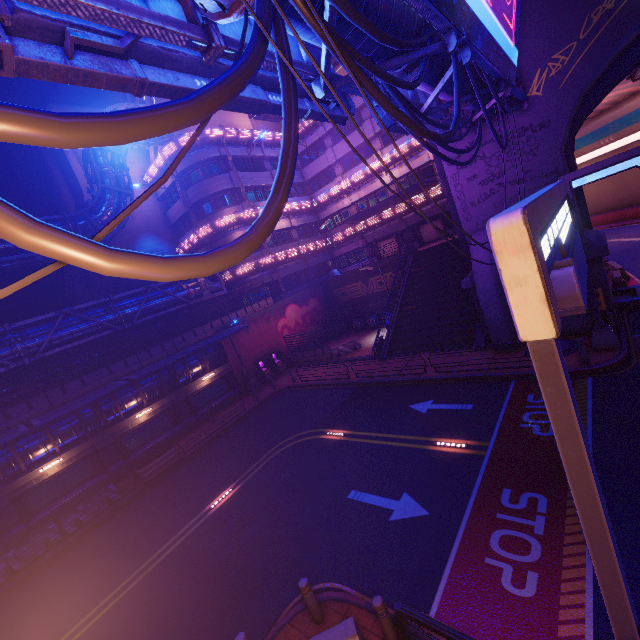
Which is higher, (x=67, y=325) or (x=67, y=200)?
(x=67, y=200)

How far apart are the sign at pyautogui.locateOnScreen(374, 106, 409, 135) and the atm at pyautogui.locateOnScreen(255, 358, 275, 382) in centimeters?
2057cm

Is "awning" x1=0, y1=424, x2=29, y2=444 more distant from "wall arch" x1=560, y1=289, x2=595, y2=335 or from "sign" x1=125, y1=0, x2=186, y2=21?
"wall arch" x1=560, y1=289, x2=595, y2=335

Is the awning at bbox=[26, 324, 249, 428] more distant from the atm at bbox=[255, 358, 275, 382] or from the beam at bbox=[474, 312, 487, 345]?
the beam at bbox=[474, 312, 487, 345]

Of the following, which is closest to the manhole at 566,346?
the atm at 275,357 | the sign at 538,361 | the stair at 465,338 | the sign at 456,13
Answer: the stair at 465,338

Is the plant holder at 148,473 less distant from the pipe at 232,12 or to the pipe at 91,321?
the pipe at 91,321

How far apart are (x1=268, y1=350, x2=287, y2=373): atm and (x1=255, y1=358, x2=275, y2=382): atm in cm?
45

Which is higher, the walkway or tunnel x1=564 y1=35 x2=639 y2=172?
tunnel x1=564 y1=35 x2=639 y2=172
